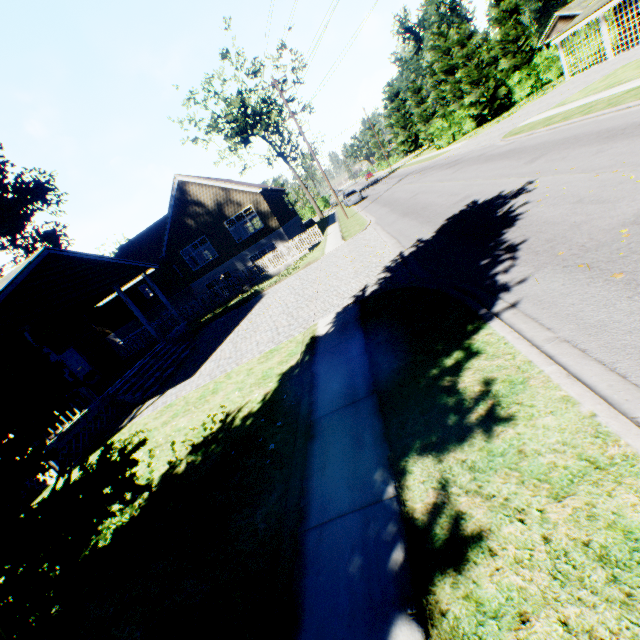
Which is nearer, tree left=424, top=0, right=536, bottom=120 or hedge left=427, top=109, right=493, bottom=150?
tree left=424, top=0, right=536, bottom=120

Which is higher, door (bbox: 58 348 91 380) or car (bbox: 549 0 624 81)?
car (bbox: 549 0 624 81)

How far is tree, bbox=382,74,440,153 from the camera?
45.41m

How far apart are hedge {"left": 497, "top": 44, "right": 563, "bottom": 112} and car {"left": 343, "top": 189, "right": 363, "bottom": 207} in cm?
1879

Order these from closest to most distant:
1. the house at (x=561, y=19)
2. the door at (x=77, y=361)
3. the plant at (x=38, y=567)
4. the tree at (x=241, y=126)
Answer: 1. the plant at (x=38, y=567)
2. the door at (x=77, y=361)
3. the tree at (x=241, y=126)
4. the house at (x=561, y=19)

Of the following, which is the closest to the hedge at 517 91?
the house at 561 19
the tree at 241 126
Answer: the house at 561 19

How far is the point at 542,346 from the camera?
4.03m

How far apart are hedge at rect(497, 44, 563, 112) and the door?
47.1 meters
